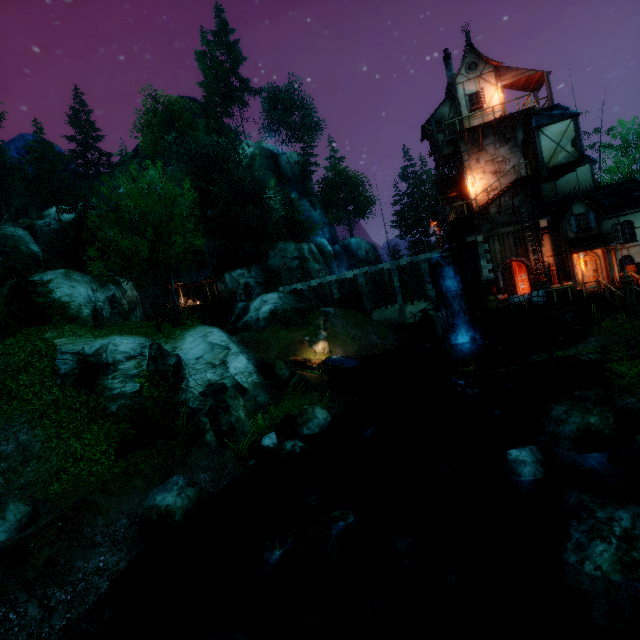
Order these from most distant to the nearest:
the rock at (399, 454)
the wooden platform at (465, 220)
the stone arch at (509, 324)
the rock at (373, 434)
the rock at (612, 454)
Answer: the wooden platform at (465, 220), the stone arch at (509, 324), the rock at (373, 434), the rock at (399, 454), the rock at (612, 454)

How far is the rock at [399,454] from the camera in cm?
1185

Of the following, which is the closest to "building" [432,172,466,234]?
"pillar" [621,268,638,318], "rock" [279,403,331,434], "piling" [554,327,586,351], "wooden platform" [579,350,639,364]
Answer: "piling" [554,327,586,351]

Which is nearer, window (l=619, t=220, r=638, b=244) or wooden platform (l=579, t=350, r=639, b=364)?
wooden platform (l=579, t=350, r=639, b=364)

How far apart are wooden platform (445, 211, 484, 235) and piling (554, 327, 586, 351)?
9.3 meters

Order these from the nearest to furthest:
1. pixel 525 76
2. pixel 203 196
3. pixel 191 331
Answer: pixel 191 331
pixel 525 76
pixel 203 196

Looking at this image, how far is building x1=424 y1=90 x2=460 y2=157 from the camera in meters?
24.6 m

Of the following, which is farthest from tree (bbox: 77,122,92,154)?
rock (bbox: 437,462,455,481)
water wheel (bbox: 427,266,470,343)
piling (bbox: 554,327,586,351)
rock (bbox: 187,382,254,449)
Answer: water wheel (bbox: 427,266,470,343)
